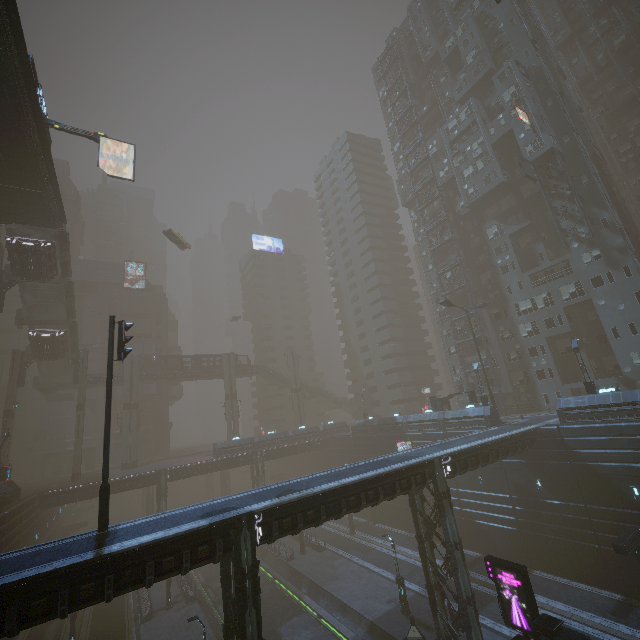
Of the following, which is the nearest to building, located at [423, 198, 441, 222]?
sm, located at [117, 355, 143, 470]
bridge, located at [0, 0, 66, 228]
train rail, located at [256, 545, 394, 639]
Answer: train rail, located at [256, 545, 394, 639]

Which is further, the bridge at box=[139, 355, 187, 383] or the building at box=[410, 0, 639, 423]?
the bridge at box=[139, 355, 187, 383]

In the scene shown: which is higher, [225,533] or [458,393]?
[458,393]

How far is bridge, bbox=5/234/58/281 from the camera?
32.6m

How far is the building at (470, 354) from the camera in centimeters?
4725cm

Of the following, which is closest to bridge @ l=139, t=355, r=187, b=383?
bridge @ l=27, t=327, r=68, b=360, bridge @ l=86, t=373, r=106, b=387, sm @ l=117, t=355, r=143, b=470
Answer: bridge @ l=86, t=373, r=106, b=387

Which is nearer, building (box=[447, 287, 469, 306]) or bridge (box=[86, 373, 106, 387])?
building (box=[447, 287, 469, 306])
